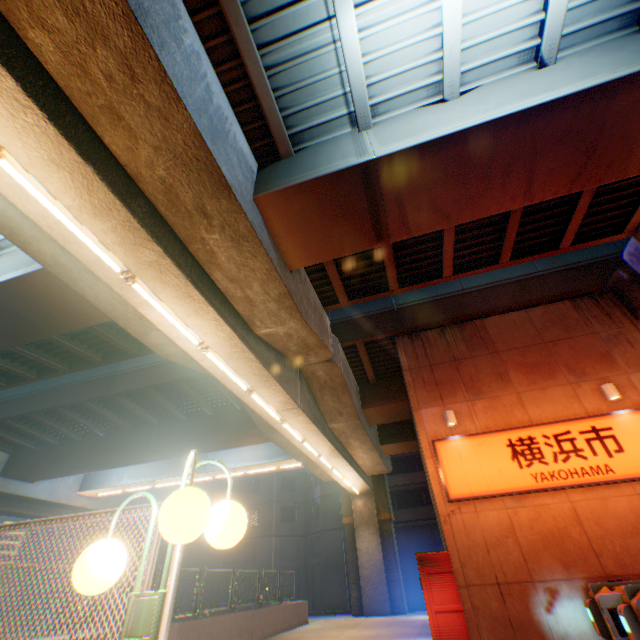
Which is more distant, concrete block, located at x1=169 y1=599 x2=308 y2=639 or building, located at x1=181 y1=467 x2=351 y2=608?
building, located at x1=181 y1=467 x2=351 y2=608

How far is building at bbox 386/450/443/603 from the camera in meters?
27.2 m

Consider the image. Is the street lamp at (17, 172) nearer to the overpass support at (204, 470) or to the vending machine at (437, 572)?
the overpass support at (204, 470)

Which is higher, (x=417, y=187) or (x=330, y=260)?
(x=330, y=260)

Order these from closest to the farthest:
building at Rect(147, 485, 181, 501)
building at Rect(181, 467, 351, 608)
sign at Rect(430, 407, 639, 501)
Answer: sign at Rect(430, 407, 639, 501) < building at Rect(181, 467, 351, 608) < building at Rect(147, 485, 181, 501)

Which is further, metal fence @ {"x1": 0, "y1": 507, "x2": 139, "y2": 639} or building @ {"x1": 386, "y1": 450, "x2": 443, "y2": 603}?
building @ {"x1": 386, "y1": 450, "x2": 443, "y2": 603}

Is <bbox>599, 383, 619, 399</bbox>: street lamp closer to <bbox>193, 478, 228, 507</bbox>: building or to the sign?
the sign

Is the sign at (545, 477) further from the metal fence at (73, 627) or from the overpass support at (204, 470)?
the metal fence at (73, 627)
